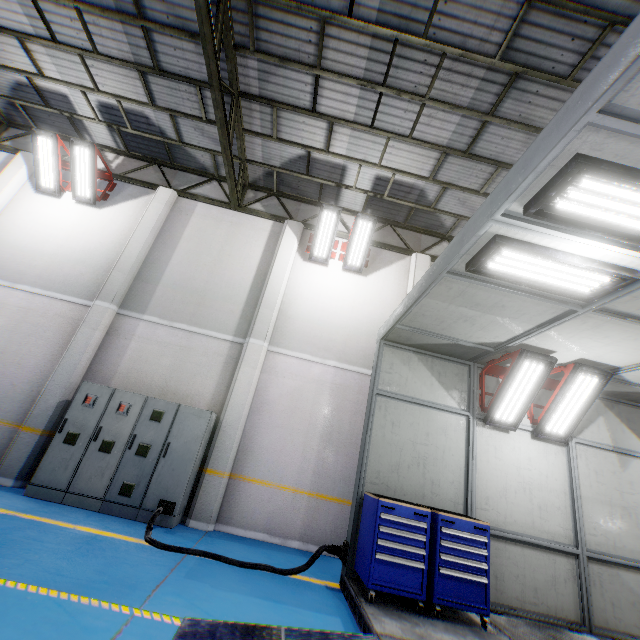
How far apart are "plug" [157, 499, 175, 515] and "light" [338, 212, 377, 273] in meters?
6.8 m

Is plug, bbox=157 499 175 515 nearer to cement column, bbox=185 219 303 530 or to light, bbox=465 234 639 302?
cement column, bbox=185 219 303 530

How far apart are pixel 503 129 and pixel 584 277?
5.3m

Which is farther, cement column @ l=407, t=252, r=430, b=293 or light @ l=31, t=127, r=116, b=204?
cement column @ l=407, t=252, r=430, b=293

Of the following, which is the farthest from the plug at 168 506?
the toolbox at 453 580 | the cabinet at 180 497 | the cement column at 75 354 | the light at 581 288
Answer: the light at 581 288

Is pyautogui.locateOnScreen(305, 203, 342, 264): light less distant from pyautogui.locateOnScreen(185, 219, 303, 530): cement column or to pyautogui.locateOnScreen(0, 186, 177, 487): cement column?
pyautogui.locateOnScreen(185, 219, 303, 530): cement column

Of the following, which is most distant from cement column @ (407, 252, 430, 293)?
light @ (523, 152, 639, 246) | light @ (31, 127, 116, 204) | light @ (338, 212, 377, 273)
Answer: light @ (31, 127, 116, 204)

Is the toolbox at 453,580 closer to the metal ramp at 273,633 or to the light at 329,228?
the metal ramp at 273,633
